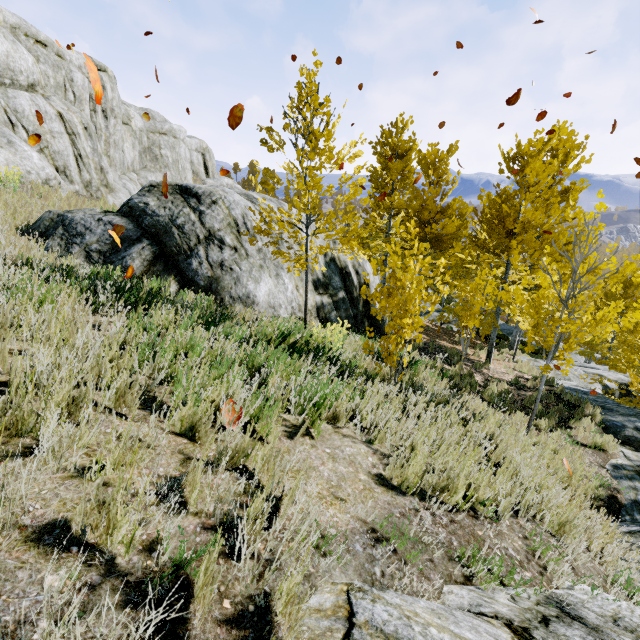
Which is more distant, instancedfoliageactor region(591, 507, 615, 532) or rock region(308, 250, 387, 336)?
rock region(308, 250, 387, 336)

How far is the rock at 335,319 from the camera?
8.7m

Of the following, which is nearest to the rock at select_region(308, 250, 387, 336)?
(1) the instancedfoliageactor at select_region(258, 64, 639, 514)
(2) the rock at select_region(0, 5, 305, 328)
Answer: (1) the instancedfoliageactor at select_region(258, 64, 639, 514)

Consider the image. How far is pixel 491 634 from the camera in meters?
1.6 m

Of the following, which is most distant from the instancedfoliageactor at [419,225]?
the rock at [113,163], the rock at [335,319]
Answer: the rock at [335,319]

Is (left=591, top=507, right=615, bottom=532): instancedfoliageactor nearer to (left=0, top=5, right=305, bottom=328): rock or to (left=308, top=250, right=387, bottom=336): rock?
(left=0, top=5, right=305, bottom=328): rock
